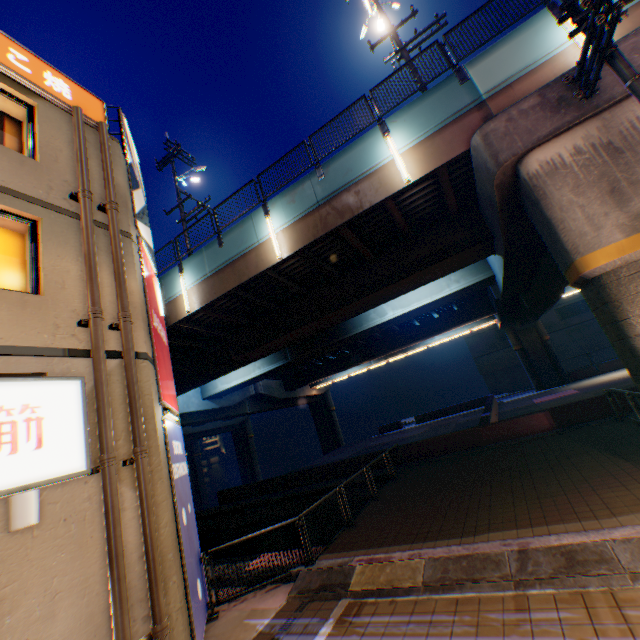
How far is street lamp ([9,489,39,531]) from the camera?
3.9 meters

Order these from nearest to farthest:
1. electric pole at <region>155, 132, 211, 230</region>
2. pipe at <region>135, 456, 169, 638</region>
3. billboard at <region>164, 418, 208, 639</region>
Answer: pipe at <region>135, 456, 169, 638</region> < billboard at <region>164, 418, 208, 639</region> < electric pole at <region>155, 132, 211, 230</region>

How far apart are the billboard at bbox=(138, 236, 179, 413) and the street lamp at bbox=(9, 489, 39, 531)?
2.77m

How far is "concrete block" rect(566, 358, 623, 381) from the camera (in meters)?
29.92

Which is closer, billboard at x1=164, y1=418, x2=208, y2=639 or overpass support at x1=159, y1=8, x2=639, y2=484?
billboard at x1=164, y1=418, x2=208, y2=639

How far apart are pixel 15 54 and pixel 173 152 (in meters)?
10.62

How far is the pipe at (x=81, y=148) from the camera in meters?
6.7 m

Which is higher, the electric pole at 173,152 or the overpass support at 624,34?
the electric pole at 173,152
